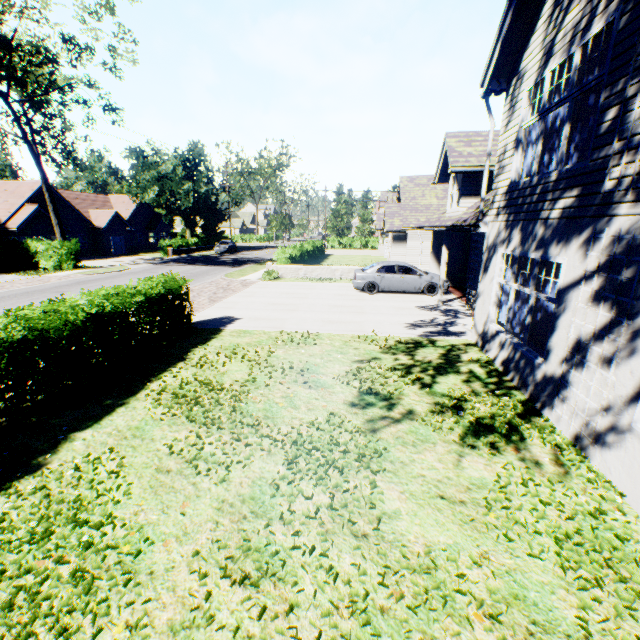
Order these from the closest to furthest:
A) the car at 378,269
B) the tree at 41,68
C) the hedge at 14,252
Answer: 1. the car at 378,269
2. the tree at 41,68
3. the hedge at 14,252

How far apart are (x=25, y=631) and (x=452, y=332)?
10.8m

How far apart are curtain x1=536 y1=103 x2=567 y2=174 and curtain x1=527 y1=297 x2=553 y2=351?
1.7m

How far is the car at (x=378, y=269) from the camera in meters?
16.1 m

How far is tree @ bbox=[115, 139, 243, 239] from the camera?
41.2m

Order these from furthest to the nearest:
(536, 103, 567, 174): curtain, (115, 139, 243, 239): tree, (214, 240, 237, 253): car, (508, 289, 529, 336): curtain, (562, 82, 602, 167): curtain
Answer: (214, 240, 237, 253): car < (115, 139, 243, 239): tree < (508, 289, 529, 336): curtain < (536, 103, 567, 174): curtain < (562, 82, 602, 167): curtain

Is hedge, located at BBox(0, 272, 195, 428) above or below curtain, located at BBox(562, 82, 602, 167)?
below
